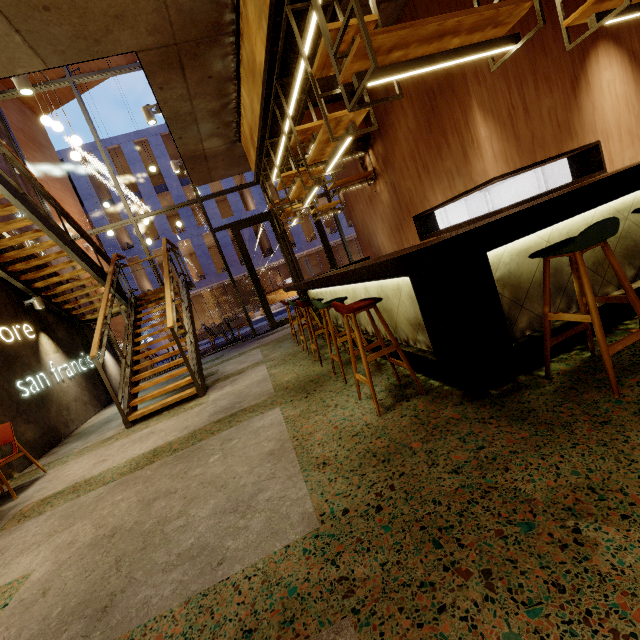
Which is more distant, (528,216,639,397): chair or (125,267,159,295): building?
(125,267,159,295): building

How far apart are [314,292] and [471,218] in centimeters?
326cm

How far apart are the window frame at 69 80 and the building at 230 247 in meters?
16.8

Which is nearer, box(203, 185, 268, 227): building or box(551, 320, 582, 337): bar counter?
box(551, 320, 582, 337): bar counter

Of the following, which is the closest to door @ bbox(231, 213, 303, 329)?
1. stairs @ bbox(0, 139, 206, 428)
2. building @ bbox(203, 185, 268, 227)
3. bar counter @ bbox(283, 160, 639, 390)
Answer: stairs @ bbox(0, 139, 206, 428)

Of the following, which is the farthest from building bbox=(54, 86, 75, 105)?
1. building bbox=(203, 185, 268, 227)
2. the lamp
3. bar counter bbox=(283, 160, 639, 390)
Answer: building bbox=(203, 185, 268, 227)

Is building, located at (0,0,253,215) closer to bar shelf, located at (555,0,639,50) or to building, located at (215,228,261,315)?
bar shelf, located at (555,0,639,50)

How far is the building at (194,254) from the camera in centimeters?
2528cm
